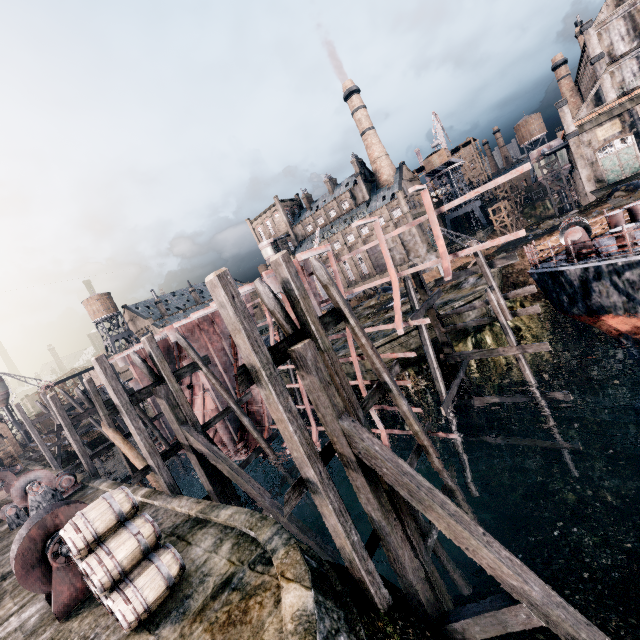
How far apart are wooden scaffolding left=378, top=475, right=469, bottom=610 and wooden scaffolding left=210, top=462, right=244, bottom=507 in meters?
8.3

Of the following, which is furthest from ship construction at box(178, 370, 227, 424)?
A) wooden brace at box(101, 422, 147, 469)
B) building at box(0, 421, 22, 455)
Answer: building at box(0, 421, 22, 455)

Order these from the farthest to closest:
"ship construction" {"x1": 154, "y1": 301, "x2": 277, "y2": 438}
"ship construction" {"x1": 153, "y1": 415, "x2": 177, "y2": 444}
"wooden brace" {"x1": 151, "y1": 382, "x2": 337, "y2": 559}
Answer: "ship construction" {"x1": 153, "y1": 415, "x2": 177, "y2": 444}, "ship construction" {"x1": 154, "y1": 301, "x2": 277, "y2": 438}, "wooden brace" {"x1": 151, "y1": 382, "x2": 337, "y2": 559}

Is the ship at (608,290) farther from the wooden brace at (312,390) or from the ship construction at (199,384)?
the wooden brace at (312,390)

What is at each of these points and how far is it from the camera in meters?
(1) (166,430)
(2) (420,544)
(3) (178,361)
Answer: (1) ship construction, 27.4
(2) wooden scaffolding, 9.1
(3) ship construction, 29.4

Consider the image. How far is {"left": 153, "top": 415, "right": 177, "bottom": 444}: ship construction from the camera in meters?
27.2

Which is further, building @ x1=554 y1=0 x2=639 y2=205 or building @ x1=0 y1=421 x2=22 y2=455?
building @ x1=0 y1=421 x2=22 y2=455

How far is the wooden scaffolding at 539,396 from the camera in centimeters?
1276cm
